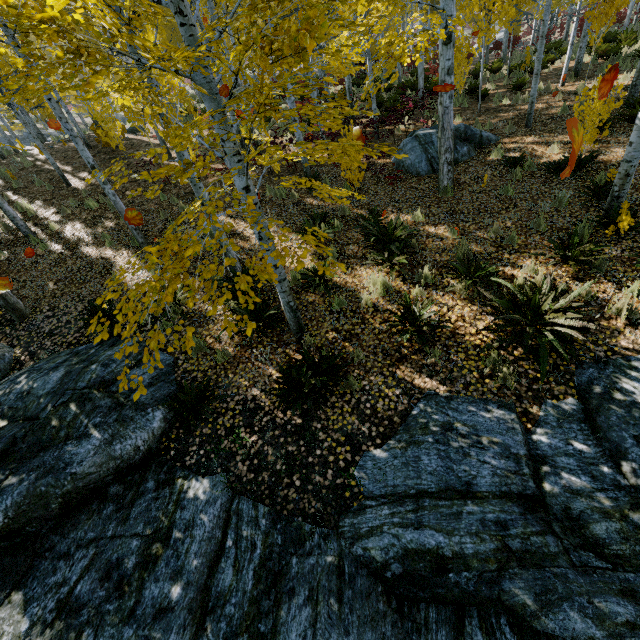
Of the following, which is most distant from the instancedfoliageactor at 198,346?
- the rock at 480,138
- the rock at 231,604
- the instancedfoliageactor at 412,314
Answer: the instancedfoliageactor at 412,314

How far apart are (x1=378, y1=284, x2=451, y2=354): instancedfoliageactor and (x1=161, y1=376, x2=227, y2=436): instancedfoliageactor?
3.48m

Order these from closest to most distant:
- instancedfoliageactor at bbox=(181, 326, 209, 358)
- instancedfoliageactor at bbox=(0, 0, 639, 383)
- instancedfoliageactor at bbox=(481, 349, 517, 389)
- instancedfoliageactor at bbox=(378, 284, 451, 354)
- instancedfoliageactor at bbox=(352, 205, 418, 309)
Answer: instancedfoliageactor at bbox=(0, 0, 639, 383) → instancedfoliageactor at bbox=(181, 326, 209, 358) → instancedfoliageactor at bbox=(481, 349, 517, 389) → instancedfoliageactor at bbox=(378, 284, 451, 354) → instancedfoliageactor at bbox=(352, 205, 418, 309)

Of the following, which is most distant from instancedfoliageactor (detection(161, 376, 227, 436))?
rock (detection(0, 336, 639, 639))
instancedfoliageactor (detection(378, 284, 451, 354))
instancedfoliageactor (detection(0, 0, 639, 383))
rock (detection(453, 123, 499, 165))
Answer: rock (detection(453, 123, 499, 165))

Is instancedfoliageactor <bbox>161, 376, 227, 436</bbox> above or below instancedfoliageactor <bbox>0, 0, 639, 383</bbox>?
below

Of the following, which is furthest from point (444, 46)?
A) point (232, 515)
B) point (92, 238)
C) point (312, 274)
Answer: point (92, 238)

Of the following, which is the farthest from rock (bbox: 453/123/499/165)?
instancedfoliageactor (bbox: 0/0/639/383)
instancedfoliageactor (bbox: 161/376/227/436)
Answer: instancedfoliageactor (bbox: 161/376/227/436)

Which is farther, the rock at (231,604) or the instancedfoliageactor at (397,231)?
the instancedfoliageactor at (397,231)
